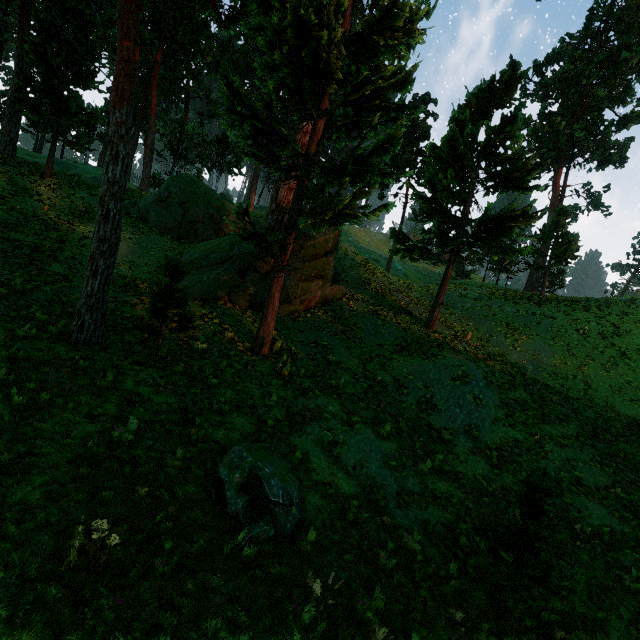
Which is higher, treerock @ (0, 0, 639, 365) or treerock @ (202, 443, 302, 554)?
treerock @ (0, 0, 639, 365)

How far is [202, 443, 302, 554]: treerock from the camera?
6.05m

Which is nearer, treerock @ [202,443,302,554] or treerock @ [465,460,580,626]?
treerock @ [202,443,302,554]

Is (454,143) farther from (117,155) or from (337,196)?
(117,155)

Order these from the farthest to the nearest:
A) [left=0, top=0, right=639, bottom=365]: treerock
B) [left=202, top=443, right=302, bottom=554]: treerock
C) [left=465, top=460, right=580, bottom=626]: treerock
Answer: [left=0, top=0, right=639, bottom=365]: treerock
[left=465, top=460, right=580, bottom=626]: treerock
[left=202, top=443, right=302, bottom=554]: treerock

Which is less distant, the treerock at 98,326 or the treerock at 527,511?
the treerock at 527,511

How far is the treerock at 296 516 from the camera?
6.1 meters
